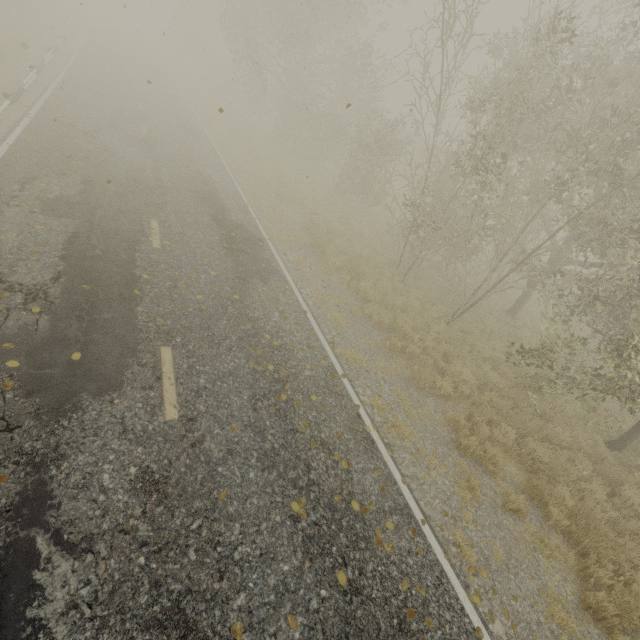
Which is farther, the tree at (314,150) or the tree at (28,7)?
the tree at (28,7)

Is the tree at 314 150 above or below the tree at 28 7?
above

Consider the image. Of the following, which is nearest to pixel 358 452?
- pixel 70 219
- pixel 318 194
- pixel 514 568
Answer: pixel 514 568

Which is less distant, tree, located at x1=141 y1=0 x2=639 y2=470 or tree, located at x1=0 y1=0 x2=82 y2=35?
tree, located at x1=141 y1=0 x2=639 y2=470

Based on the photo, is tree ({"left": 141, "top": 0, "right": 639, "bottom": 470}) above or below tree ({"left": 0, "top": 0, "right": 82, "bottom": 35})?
above
